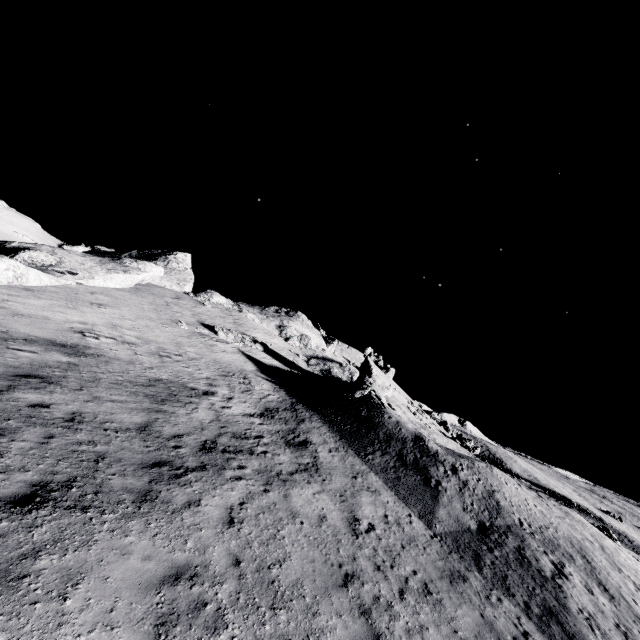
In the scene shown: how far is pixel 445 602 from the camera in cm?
823
